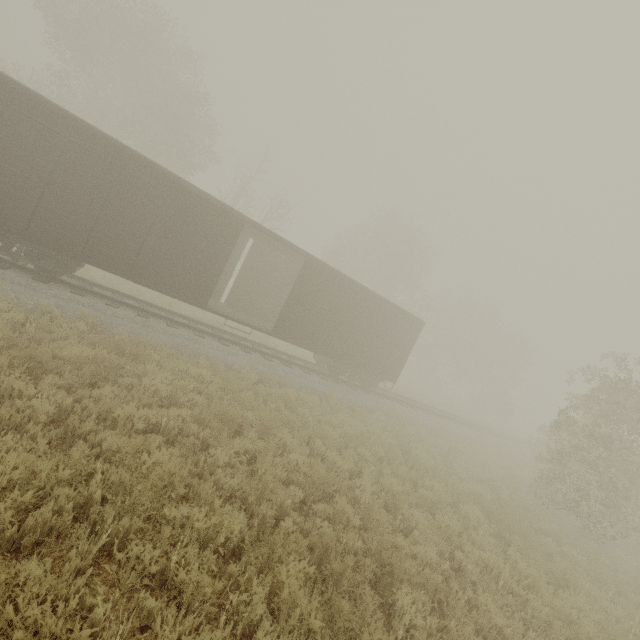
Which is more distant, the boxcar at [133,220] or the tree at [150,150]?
the tree at [150,150]

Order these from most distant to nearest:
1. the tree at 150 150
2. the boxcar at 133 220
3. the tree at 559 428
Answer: the tree at 150 150
the tree at 559 428
the boxcar at 133 220

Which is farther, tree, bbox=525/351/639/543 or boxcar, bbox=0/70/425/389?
tree, bbox=525/351/639/543

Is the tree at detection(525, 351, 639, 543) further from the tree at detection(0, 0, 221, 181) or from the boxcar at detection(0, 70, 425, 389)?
the boxcar at detection(0, 70, 425, 389)

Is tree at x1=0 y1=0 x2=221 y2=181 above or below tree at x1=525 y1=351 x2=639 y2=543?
above

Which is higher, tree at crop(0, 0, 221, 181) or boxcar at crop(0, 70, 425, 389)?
tree at crop(0, 0, 221, 181)

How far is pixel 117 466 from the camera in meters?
5.0

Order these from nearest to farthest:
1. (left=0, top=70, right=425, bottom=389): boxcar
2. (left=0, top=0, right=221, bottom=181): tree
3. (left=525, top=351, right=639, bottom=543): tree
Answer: (left=0, top=70, right=425, bottom=389): boxcar, (left=525, top=351, right=639, bottom=543): tree, (left=0, top=0, right=221, bottom=181): tree
